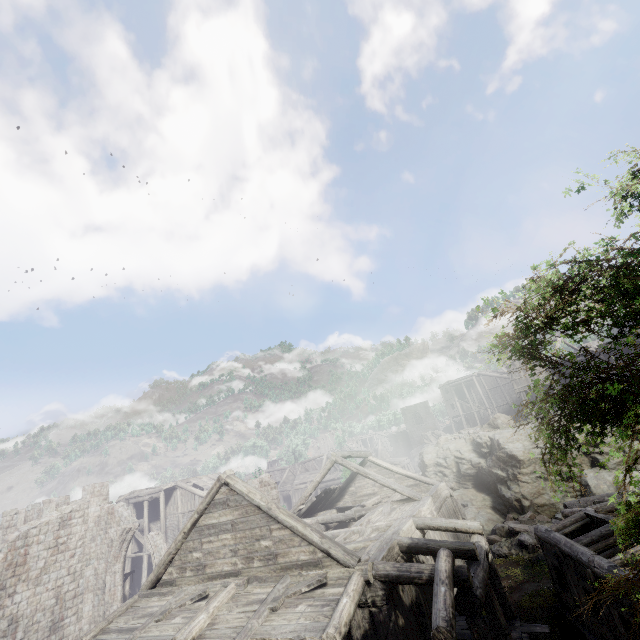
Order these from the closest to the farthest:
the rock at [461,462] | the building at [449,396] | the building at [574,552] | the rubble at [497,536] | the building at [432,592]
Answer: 1. the building at [432,592]
2. the building at [574,552]
3. the rubble at [497,536]
4. the rock at [461,462]
5. the building at [449,396]

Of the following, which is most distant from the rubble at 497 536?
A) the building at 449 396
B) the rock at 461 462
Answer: the building at 449 396

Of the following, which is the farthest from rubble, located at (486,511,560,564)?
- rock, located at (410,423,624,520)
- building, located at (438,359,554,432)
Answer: building, located at (438,359,554,432)

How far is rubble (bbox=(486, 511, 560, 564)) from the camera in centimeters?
1838cm

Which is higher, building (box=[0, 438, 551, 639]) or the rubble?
building (box=[0, 438, 551, 639])

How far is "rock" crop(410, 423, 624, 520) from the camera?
21.66m

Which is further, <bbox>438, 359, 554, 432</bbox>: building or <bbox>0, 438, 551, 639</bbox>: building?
<bbox>438, 359, 554, 432</bbox>: building

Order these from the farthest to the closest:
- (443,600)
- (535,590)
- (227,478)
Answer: (535,590) → (227,478) → (443,600)
